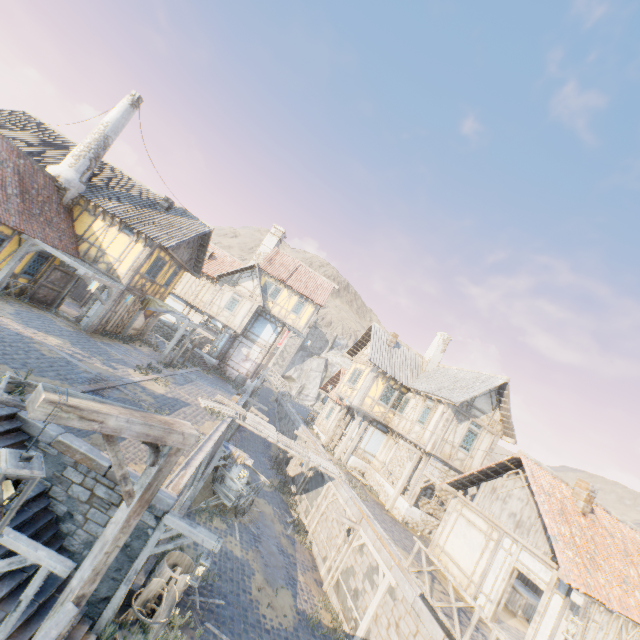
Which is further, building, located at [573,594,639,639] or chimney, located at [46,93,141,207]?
chimney, located at [46,93,141,207]

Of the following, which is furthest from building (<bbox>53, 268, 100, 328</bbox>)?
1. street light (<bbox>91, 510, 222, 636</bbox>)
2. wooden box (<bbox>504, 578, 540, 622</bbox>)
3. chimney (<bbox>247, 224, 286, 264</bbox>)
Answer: wooden box (<bbox>504, 578, 540, 622</bbox>)

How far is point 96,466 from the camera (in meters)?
7.41

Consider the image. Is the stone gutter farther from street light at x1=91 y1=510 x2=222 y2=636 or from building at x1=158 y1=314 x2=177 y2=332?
building at x1=158 y1=314 x2=177 y2=332

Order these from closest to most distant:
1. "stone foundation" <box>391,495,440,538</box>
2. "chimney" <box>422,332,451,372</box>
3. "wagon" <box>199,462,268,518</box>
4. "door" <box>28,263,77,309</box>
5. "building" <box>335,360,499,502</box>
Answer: "wagon" <box>199,462,268,518</box>, "door" <box>28,263,77,309</box>, "stone foundation" <box>391,495,440,538</box>, "building" <box>335,360,499,502</box>, "chimney" <box>422,332,451,372</box>

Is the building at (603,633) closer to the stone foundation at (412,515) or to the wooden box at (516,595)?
the wooden box at (516,595)

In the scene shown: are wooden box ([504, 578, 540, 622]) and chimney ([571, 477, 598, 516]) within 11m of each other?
yes

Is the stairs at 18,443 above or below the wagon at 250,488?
above
